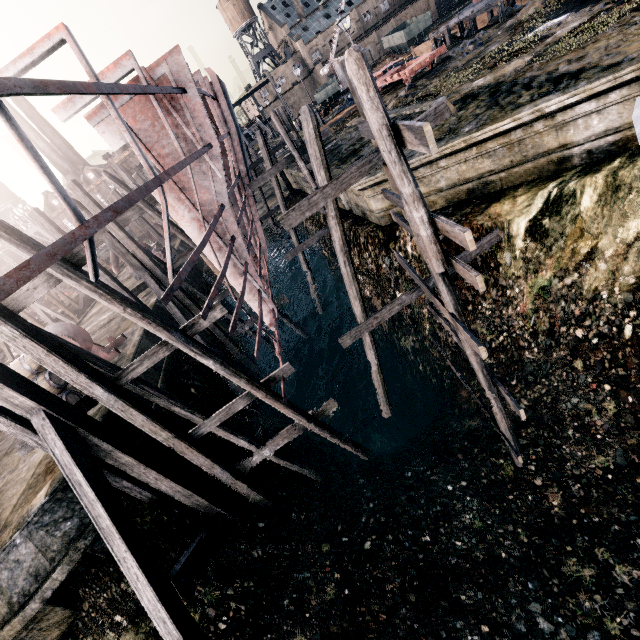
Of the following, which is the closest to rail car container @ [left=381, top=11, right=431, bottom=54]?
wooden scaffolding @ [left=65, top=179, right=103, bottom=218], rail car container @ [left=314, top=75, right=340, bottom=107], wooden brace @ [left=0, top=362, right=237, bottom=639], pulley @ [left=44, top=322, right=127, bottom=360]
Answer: rail car container @ [left=314, top=75, right=340, bottom=107]

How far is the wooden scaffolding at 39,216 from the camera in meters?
13.3 m

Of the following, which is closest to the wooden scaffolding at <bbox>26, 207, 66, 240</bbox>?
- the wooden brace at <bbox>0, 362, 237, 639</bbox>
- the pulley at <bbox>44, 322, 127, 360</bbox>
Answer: the pulley at <bbox>44, 322, 127, 360</bbox>

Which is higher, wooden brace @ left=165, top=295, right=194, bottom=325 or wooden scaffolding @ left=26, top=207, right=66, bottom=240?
wooden scaffolding @ left=26, top=207, right=66, bottom=240

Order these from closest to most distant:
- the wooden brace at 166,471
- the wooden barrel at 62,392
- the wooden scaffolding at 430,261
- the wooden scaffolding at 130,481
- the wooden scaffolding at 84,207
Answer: the wooden scaffolding at 430,261 < the wooden brace at 166,471 < the wooden scaffolding at 130,481 < the wooden barrel at 62,392 < the wooden scaffolding at 84,207

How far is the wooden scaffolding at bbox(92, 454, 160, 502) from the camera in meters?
8.9

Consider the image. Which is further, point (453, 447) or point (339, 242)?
point (453, 447)

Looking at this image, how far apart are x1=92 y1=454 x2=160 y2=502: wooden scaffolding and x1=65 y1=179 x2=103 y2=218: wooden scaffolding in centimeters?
830cm
